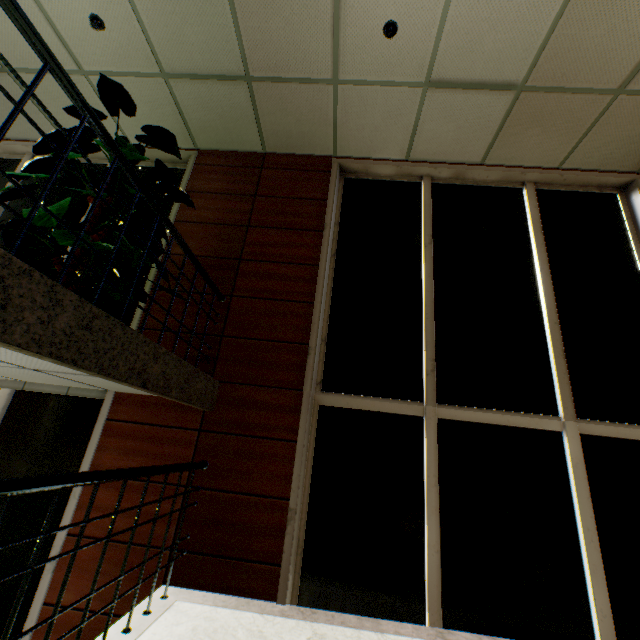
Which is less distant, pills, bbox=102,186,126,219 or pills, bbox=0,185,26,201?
pills, bbox=0,185,26,201

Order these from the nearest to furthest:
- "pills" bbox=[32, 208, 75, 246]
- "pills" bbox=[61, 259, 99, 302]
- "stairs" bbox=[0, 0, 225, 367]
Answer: "stairs" bbox=[0, 0, 225, 367] < "pills" bbox=[32, 208, 75, 246] < "pills" bbox=[61, 259, 99, 302]

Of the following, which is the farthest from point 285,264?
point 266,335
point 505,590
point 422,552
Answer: point 505,590

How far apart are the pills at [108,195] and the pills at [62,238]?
0.19m

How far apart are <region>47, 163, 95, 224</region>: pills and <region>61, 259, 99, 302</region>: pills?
0.2m

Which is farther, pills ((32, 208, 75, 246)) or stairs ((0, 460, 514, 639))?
pills ((32, 208, 75, 246))

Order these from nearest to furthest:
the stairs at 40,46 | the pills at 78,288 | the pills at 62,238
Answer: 1. the stairs at 40,46
2. the pills at 62,238
3. the pills at 78,288

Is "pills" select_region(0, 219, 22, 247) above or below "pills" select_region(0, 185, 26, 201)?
below
